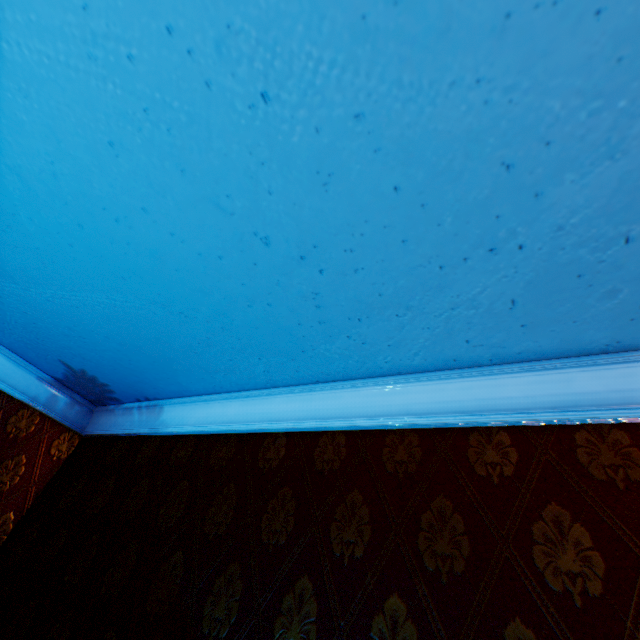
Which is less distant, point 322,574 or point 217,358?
point 322,574
